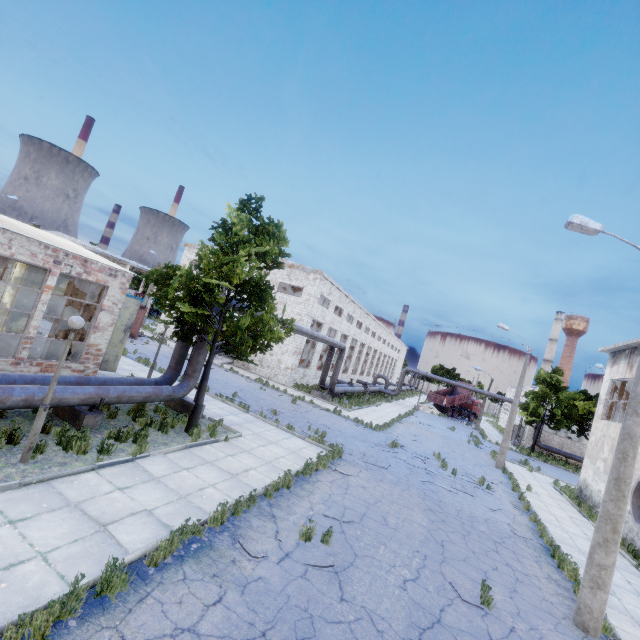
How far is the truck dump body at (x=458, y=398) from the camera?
48.5 meters

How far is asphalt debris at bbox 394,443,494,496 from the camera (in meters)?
15.56

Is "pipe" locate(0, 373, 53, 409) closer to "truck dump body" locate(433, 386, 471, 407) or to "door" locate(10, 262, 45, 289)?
"door" locate(10, 262, 45, 289)

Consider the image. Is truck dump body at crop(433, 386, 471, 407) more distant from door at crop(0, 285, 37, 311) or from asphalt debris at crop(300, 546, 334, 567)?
door at crop(0, 285, 37, 311)

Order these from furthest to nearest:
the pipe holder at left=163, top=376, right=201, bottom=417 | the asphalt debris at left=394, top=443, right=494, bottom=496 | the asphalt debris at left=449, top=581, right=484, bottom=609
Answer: the asphalt debris at left=394, top=443, right=494, bottom=496 → the pipe holder at left=163, top=376, right=201, bottom=417 → the asphalt debris at left=449, top=581, right=484, bottom=609

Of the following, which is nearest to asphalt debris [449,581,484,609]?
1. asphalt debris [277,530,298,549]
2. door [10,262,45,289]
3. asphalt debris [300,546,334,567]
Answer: asphalt debris [300,546,334,567]

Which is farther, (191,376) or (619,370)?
(619,370)

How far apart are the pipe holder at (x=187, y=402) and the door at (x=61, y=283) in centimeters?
1039cm
